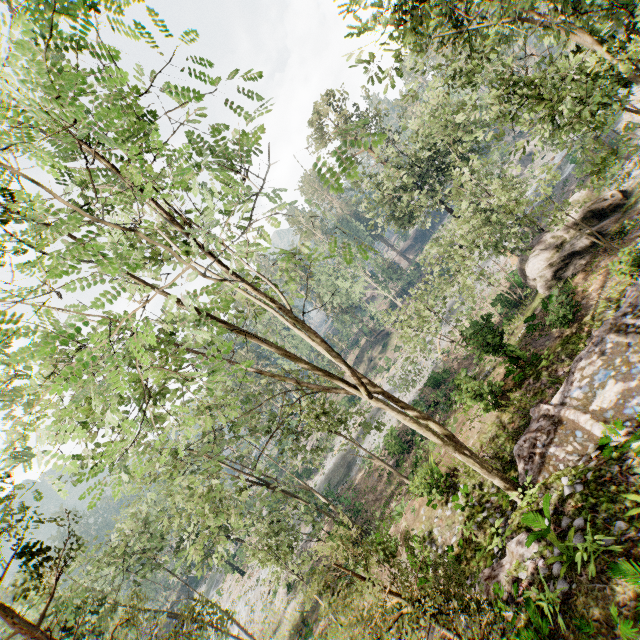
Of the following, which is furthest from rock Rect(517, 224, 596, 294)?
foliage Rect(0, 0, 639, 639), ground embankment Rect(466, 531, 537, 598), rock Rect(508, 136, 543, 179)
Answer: rock Rect(508, 136, 543, 179)

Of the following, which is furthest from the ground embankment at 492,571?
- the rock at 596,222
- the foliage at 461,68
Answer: the rock at 596,222

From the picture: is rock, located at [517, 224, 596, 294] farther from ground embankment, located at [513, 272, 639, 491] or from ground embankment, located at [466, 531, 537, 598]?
ground embankment, located at [466, 531, 537, 598]

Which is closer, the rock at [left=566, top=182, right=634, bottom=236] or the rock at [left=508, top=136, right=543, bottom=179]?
the rock at [left=566, top=182, right=634, bottom=236]

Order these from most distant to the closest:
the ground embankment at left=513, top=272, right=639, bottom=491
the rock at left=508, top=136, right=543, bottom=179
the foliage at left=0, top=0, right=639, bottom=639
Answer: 1. the rock at left=508, top=136, right=543, bottom=179
2. the ground embankment at left=513, top=272, right=639, bottom=491
3. the foliage at left=0, top=0, right=639, bottom=639

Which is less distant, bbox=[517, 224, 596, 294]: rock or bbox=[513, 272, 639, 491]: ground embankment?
bbox=[513, 272, 639, 491]: ground embankment

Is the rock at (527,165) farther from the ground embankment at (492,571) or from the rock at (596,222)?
the ground embankment at (492,571)

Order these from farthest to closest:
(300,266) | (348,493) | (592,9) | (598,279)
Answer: (300,266)
(348,493)
(598,279)
(592,9)
